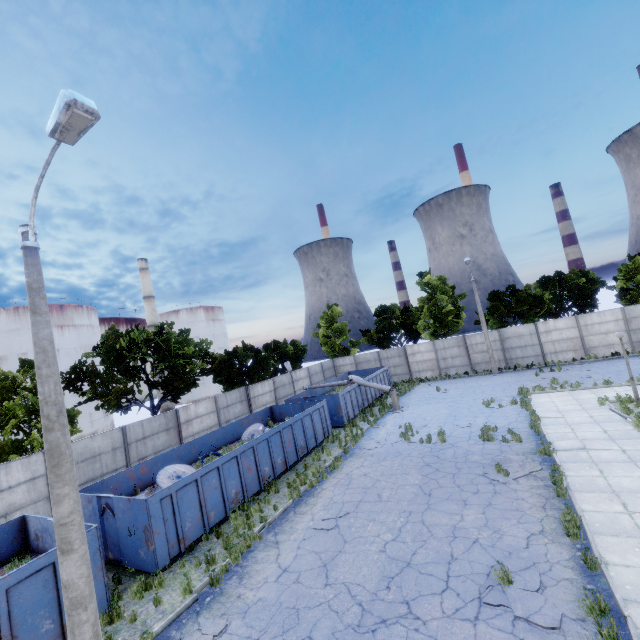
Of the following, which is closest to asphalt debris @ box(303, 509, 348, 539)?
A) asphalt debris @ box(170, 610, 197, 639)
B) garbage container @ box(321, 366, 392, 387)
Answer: asphalt debris @ box(170, 610, 197, 639)

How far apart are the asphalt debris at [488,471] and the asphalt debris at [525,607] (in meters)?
3.26

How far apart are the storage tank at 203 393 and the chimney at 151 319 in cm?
580

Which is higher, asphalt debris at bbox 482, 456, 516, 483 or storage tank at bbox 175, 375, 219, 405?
storage tank at bbox 175, 375, 219, 405

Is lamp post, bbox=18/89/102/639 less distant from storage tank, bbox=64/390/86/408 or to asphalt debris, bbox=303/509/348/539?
asphalt debris, bbox=303/509/348/539

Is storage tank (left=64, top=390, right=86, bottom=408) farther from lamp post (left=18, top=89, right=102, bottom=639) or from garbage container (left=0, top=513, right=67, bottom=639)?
lamp post (left=18, top=89, right=102, bottom=639)

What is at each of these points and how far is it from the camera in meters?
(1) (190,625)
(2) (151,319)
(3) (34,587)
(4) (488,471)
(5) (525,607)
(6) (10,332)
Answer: (1) asphalt debris, 7.3
(2) chimney, 51.8
(3) garbage container, 7.1
(4) asphalt debris, 11.5
(5) asphalt debris, 6.1
(6) storage tank, 37.2

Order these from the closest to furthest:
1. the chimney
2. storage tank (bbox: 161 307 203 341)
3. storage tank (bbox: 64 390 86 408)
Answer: storage tank (bbox: 64 390 86 408) → the chimney → storage tank (bbox: 161 307 203 341)
